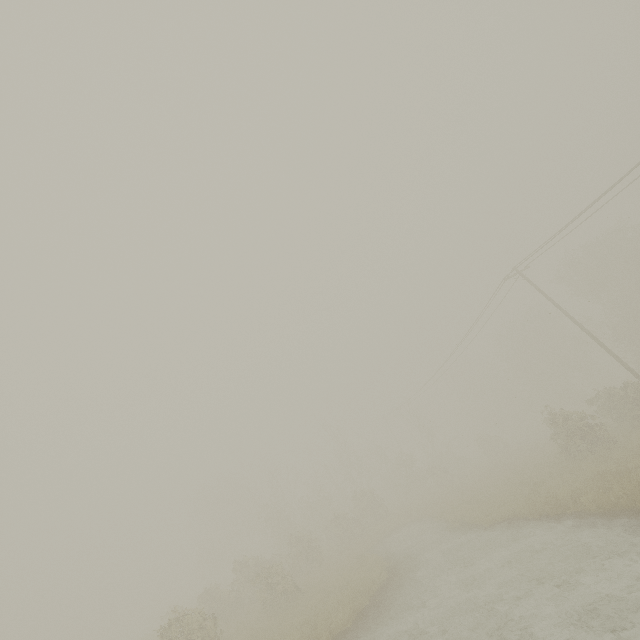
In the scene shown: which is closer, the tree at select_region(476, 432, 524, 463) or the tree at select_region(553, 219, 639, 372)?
the tree at select_region(553, 219, 639, 372)

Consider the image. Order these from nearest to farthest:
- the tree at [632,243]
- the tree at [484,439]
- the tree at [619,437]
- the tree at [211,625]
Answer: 1. the tree at [211,625]
2. the tree at [619,437]
3. the tree at [632,243]
4. the tree at [484,439]

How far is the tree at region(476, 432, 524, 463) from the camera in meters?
37.2 m

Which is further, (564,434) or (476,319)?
(476,319)

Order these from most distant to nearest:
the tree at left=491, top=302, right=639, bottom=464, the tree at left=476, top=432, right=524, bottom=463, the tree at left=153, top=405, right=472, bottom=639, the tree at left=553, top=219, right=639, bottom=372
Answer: the tree at left=476, top=432, right=524, bottom=463 < the tree at left=553, top=219, right=639, bottom=372 < the tree at left=491, top=302, right=639, bottom=464 < the tree at left=153, top=405, right=472, bottom=639

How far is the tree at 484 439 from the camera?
37.17m

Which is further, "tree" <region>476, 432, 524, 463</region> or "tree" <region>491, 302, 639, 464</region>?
"tree" <region>476, 432, 524, 463</region>
